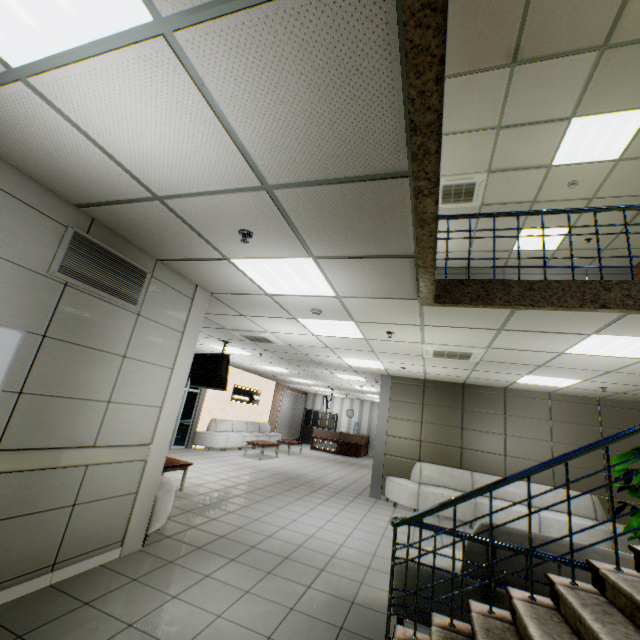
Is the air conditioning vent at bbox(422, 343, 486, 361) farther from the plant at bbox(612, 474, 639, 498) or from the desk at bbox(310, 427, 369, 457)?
the desk at bbox(310, 427, 369, 457)

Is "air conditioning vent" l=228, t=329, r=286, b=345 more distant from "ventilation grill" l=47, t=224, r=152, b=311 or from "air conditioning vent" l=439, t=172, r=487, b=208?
"air conditioning vent" l=439, t=172, r=487, b=208

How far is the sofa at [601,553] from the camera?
2.8 meters

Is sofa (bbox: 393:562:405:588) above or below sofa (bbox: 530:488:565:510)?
below

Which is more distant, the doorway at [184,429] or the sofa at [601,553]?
the doorway at [184,429]

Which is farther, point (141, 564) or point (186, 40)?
point (141, 564)

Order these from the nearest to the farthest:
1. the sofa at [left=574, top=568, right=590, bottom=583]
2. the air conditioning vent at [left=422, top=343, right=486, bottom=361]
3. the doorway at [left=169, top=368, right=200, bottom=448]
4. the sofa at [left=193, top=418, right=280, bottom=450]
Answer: the sofa at [left=574, top=568, right=590, bottom=583] → the air conditioning vent at [left=422, top=343, right=486, bottom=361] → the doorway at [left=169, top=368, right=200, bottom=448] → the sofa at [left=193, top=418, right=280, bottom=450]

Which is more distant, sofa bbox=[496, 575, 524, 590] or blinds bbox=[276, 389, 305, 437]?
blinds bbox=[276, 389, 305, 437]
